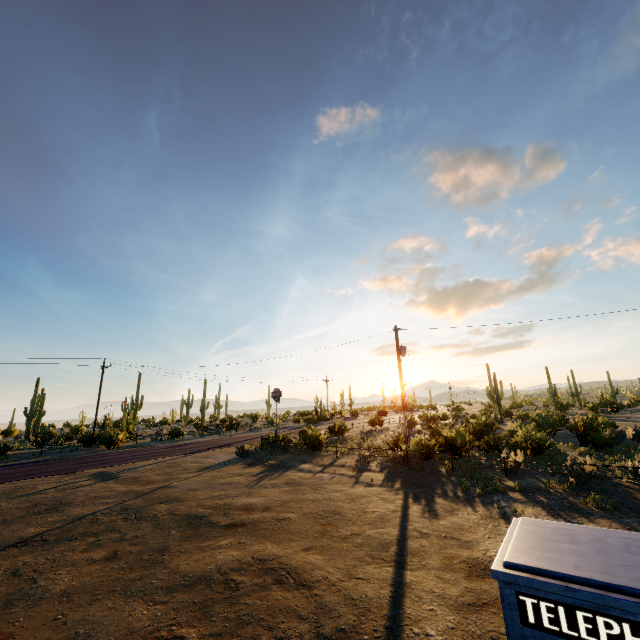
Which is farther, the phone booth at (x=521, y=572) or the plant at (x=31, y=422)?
the plant at (x=31, y=422)

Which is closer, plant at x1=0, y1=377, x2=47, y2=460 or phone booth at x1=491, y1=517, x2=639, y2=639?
phone booth at x1=491, y1=517, x2=639, y2=639

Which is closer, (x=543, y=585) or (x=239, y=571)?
(x=543, y=585)
